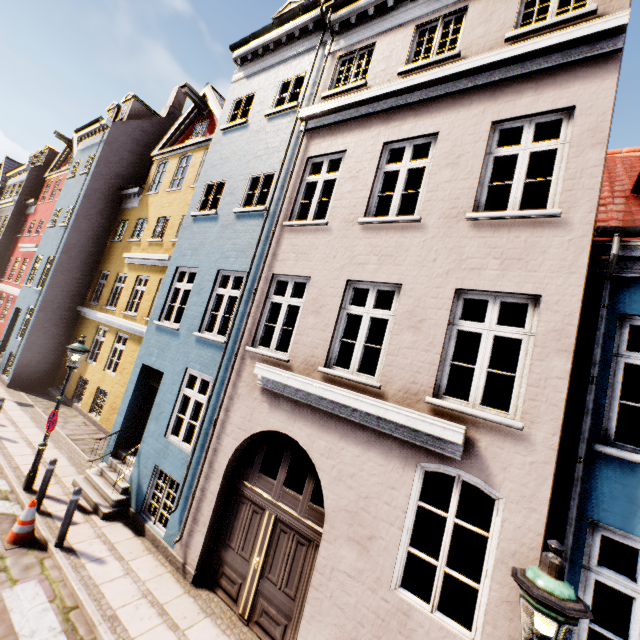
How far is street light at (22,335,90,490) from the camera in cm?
781

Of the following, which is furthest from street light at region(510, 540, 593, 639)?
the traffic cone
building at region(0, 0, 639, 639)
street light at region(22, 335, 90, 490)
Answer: street light at region(22, 335, 90, 490)

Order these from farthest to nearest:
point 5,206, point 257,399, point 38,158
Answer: point 38,158 < point 5,206 < point 257,399

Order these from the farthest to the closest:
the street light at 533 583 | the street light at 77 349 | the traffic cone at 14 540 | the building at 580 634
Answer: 1. the street light at 77 349
2. the traffic cone at 14 540
3. the building at 580 634
4. the street light at 533 583

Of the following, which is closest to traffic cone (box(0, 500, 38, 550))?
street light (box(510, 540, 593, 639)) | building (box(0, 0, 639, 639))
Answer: building (box(0, 0, 639, 639))

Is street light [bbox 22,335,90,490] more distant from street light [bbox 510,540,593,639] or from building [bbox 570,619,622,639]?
street light [bbox 510,540,593,639]

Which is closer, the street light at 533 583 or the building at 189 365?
the street light at 533 583

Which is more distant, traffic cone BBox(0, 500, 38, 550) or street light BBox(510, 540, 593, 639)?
traffic cone BBox(0, 500, 38, 550)
